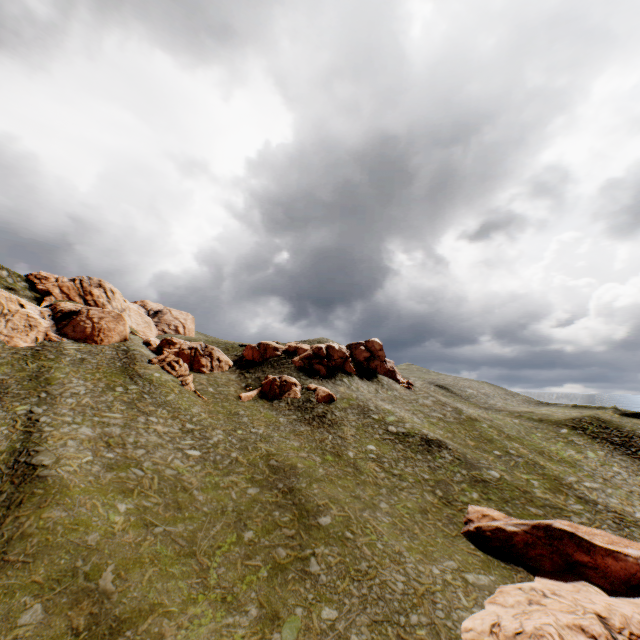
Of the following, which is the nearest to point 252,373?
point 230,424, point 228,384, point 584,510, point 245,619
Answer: point 228,384

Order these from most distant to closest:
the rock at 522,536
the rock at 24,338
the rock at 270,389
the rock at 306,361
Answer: the rock at 306,361 → the rock at 270,389 → the rock at 24,338 → the rock at 522,536

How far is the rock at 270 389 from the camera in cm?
4912

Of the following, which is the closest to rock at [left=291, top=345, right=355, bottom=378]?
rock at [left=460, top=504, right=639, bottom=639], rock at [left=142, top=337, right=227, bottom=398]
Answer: rock at [left=142, top=337, right=227, bottom=398]

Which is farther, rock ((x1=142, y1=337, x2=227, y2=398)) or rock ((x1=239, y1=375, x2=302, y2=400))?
rock ((x1=239, y1=375, x2=302, y2=400))

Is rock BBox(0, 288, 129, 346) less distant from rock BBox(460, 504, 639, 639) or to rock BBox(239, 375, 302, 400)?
rock BBox(239, 375, 302, 400)

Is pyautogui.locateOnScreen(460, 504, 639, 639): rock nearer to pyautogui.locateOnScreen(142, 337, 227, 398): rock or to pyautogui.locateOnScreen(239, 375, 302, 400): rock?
pyautogui.locateOnScreen(239, 375, 302, 400): rock

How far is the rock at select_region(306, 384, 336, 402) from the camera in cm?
4747
